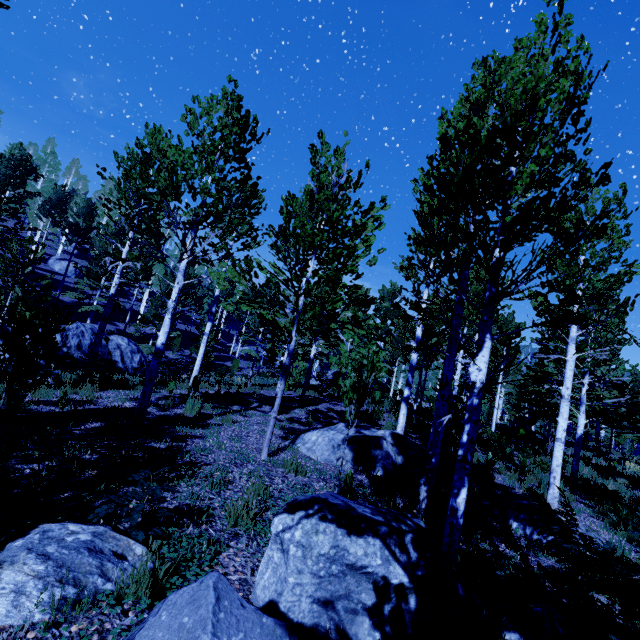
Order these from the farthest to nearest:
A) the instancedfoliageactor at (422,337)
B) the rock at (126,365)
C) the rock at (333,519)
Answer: the rock at (126,365) < the instancedfoliageactor at (422,337) < the rock at (333,519)

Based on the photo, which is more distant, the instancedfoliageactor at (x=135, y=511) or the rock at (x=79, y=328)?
the rock at (x=79, y=328)

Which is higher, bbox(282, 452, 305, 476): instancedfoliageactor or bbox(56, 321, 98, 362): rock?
bbox(56, 321, 98, 362): rock

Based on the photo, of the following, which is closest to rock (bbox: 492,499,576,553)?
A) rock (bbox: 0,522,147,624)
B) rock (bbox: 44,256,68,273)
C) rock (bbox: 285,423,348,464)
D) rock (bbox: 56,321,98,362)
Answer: rock (bbox: 285,423,348,464)

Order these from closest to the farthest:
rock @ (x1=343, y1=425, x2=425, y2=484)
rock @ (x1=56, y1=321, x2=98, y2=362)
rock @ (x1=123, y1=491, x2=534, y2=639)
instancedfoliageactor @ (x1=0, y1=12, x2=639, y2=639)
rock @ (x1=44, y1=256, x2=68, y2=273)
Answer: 1. rock @ (x1=123, y1=491, x2=534, y2=639)
2. instancedfoliageactor @ (x1=0, y1=12, x2=639, y2=639)
3. rock @ (x1=343, y1=425, x2=425, y2=484)
4. rock @ (x1=56, y1=321, x2=98, y2=362)
5. rock @ (x1=44, y1=256, x2=68, y2=273)

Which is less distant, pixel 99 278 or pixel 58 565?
pixel 58 565

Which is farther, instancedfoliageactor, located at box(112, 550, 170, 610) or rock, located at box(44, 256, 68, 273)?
rock, located at box(44, 256, 68, 273)

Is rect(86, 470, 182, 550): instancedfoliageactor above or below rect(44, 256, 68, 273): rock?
below
